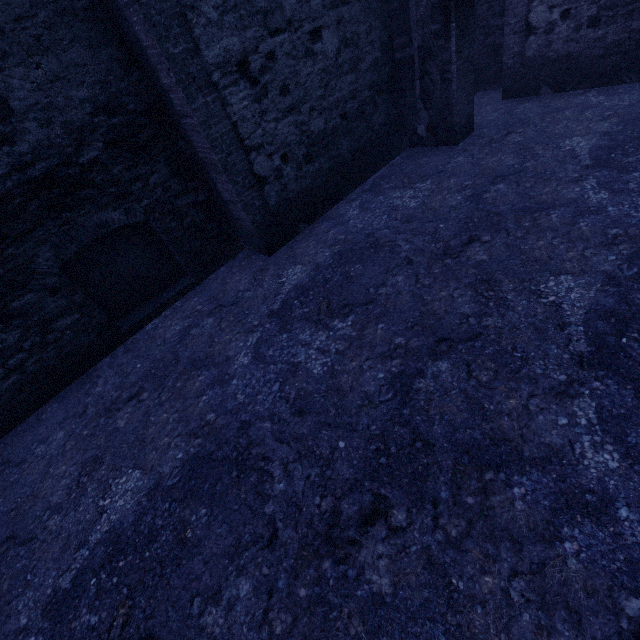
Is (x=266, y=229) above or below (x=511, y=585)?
above
